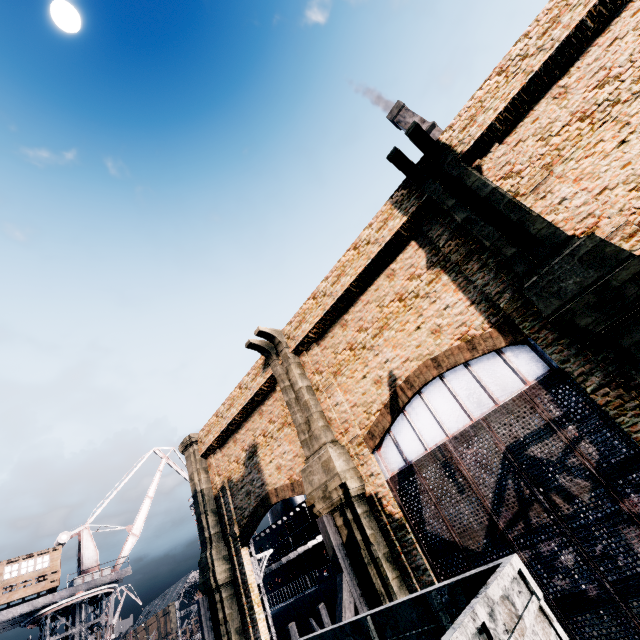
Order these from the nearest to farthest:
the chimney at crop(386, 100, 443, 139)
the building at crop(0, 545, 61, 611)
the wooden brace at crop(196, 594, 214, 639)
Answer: the wooden brace at crop(196, 594, 214, 639) → the building at crop(0, 545, 61, 611) → the chimney at crop(386, 100, 443, 139)

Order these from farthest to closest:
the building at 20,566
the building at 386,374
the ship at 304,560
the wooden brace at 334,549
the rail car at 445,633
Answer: the building at 20,566 → the ship at 304,560 → the wooden brace at 334,549 → the building at 386,374 → the rail car at 445,633

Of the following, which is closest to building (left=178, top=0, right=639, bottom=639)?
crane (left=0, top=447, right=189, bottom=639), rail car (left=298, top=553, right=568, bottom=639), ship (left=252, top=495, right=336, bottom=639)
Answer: rail car (left=298, top=553, right=568, bottom=639)

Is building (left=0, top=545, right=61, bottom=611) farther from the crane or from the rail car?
the rail car

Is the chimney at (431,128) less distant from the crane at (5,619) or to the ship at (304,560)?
the ship at (304,560)

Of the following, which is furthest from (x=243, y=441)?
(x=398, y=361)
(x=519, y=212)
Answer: (x=519, y=212)

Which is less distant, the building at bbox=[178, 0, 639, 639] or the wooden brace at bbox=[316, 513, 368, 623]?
the building at bbox=[178, 0, 639, 639]

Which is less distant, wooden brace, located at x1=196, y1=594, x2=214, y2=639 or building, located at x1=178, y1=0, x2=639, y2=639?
building, located at x1=178, y1=0, x2=639, y2=639
